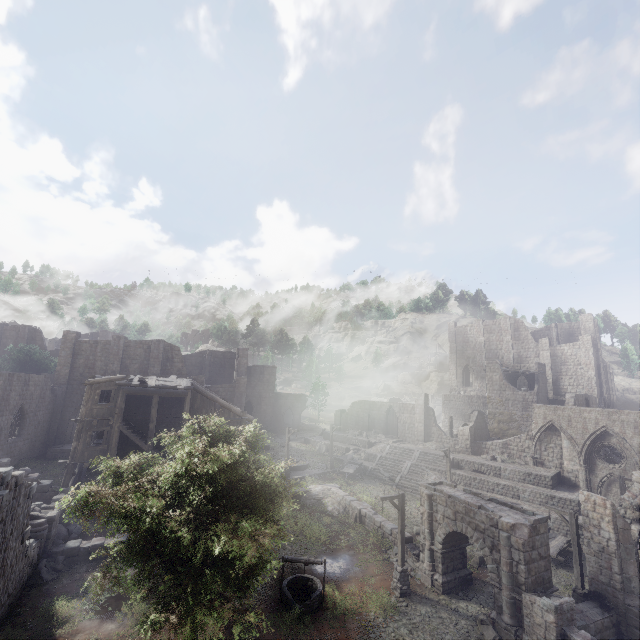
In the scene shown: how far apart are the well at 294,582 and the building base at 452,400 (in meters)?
42.27

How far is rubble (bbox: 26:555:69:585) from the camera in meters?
15.2 m

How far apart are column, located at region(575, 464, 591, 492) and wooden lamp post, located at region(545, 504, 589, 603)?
14.7 meters

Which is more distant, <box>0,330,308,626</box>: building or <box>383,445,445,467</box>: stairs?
<box>383,445,445,467</box>: stairs

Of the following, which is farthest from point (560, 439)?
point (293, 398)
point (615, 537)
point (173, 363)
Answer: point (173, 363)

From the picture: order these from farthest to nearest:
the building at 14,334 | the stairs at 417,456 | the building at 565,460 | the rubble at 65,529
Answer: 1. the building at 14,334
2. the stairs at 417,456
3. the building at 565,460
4. the rubble at 65,529

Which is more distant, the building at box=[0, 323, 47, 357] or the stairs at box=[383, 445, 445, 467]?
the building at box=[0, 323, 47, 357]

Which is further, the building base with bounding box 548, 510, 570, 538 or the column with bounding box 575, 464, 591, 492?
the column with bounding box 575, 464, 591, 492
